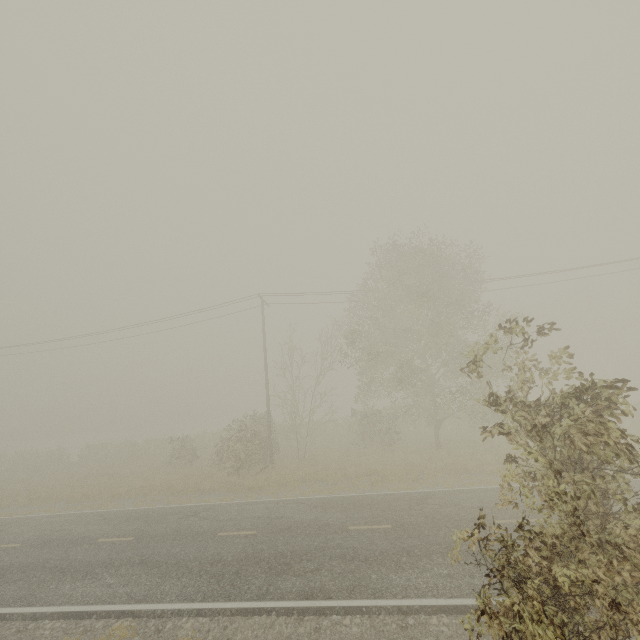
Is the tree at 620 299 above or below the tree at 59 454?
above

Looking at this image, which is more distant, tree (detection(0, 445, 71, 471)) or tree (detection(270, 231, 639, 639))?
tree (detection(0, 445, 71, 471))

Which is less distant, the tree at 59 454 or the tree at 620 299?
the tree at 620 299

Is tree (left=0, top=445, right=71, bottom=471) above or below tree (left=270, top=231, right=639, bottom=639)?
below

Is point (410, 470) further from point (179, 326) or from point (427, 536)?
point (179, 326)
